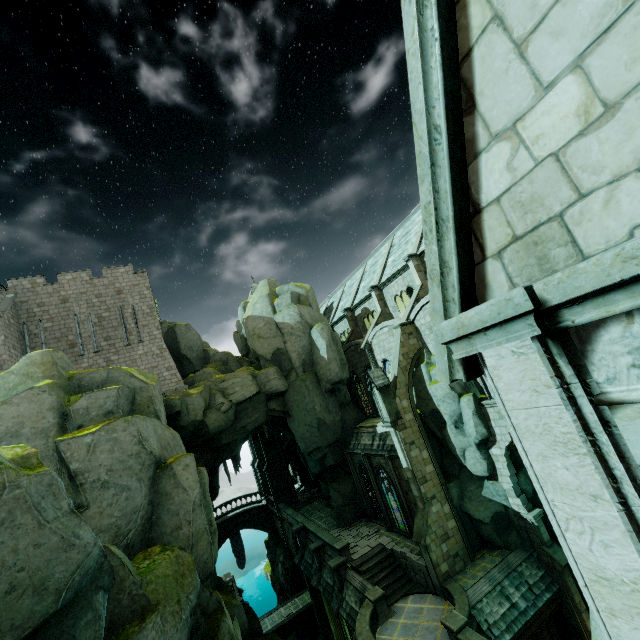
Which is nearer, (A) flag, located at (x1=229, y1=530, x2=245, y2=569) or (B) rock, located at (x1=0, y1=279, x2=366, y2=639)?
(B) rock, located at (x1=0, y1=279, x2=366, y2=639)

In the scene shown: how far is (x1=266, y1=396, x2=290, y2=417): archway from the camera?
28.23m

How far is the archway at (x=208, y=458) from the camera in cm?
2502

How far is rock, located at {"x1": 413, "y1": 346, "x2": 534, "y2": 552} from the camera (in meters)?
18.95

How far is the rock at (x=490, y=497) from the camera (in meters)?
18.95

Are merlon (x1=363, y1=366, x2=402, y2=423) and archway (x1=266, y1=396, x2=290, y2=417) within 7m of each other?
no

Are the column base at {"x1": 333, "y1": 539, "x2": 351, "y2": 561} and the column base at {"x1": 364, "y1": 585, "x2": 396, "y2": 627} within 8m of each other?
yes

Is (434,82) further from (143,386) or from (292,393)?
(292,393)
